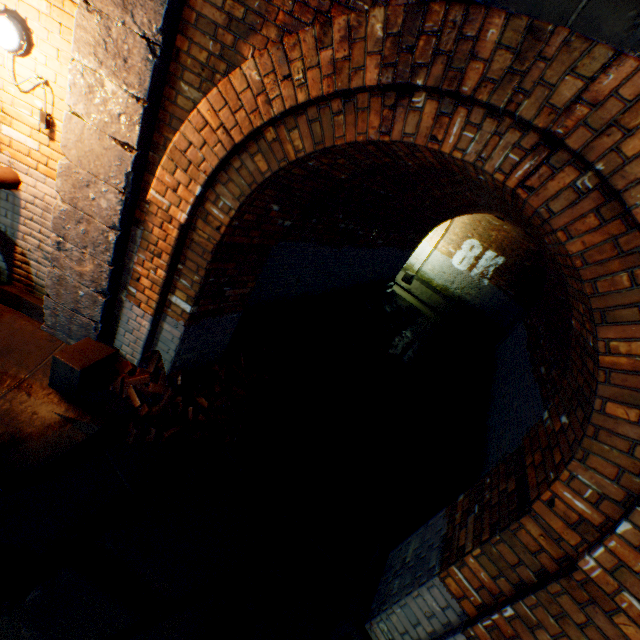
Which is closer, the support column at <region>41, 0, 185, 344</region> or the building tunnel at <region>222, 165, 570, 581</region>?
the support column at <region>41, 0, 185, 344</region>

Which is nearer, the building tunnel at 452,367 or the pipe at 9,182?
the pipe at 9,182

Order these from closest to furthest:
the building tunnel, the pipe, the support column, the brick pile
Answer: the support column < the pipe < the brick pile < the building tunnel

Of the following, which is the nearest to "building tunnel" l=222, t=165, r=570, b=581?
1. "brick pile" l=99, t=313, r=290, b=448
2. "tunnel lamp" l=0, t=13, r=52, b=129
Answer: "brick pile" l=99, t=313, r=290, b=448

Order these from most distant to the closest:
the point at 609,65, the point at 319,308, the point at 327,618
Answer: the point at 319,308
the point at 327,618
the point at 609,65

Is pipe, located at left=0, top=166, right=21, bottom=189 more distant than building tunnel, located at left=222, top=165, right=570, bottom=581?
No

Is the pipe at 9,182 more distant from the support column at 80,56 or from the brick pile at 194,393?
the brick pile at 194,393

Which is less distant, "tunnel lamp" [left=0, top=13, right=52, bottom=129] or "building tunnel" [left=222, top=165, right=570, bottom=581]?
"tunnel lamp" [left=0, top=13, right=52, bottom=129]
